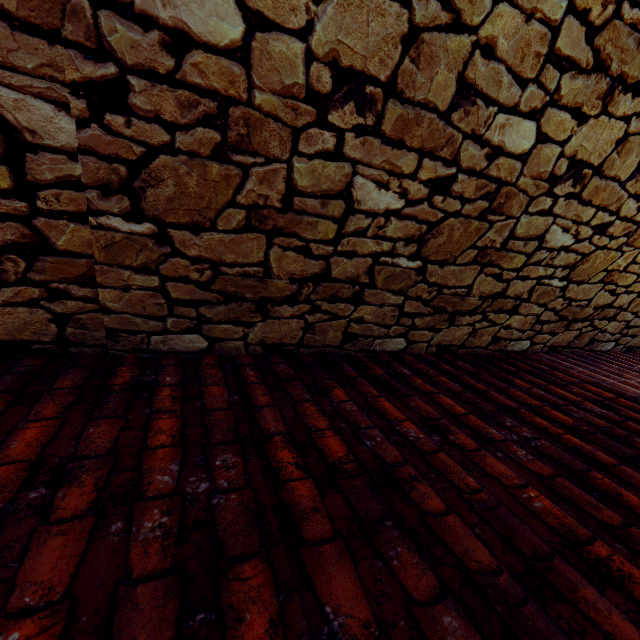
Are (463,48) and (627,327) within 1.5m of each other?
no
